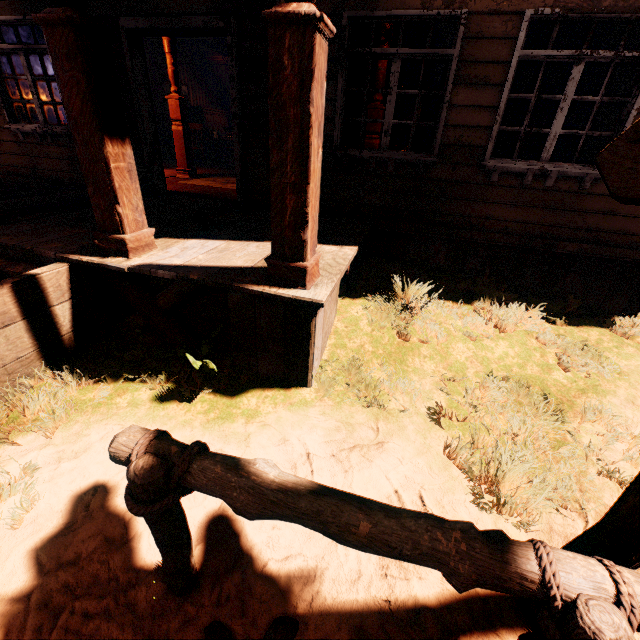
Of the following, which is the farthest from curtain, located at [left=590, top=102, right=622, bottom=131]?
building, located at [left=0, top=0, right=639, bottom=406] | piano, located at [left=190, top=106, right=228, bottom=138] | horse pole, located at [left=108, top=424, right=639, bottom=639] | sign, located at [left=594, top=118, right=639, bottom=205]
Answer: horse pole, located at [left=108, top=424, right=639, bottom=639]

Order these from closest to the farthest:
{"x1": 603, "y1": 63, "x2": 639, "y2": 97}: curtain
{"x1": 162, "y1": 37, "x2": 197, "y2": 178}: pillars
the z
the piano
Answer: the z, {"x1": 603, "y1": 63, "x2": 639, "y2": 97}: curtain, {"x1": 162, "y1": 37, "x2": 197, "y2": 178}: pillars, the piano

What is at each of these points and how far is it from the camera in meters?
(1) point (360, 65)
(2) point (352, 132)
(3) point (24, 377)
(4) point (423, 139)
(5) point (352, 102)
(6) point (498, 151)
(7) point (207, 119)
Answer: (1) curtain, 4.2
(2) curtain, 4.6
(3) building, 2.7
(4) curtain, 4.4
(5) curtain, 4.4
(6) curtain, 4.2
(7) piano, 13.0

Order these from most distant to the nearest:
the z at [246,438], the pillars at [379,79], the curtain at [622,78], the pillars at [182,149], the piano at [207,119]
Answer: the piano at [207,119] < the pillars at [182,149] < the pillars at [379,79] < the curtain at [622,78] < the z at [246,438]

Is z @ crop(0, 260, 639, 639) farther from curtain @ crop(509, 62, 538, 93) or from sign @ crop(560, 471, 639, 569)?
curtain @ crop(509, 62, 538, 93)

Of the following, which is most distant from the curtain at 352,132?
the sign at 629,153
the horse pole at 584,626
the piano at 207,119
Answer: the horse pole at 584,626

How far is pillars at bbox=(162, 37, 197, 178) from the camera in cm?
677

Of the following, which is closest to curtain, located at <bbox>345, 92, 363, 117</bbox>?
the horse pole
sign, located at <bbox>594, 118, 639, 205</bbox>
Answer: sign, located at <bbox>594, 118, 639, 205</bbox>
